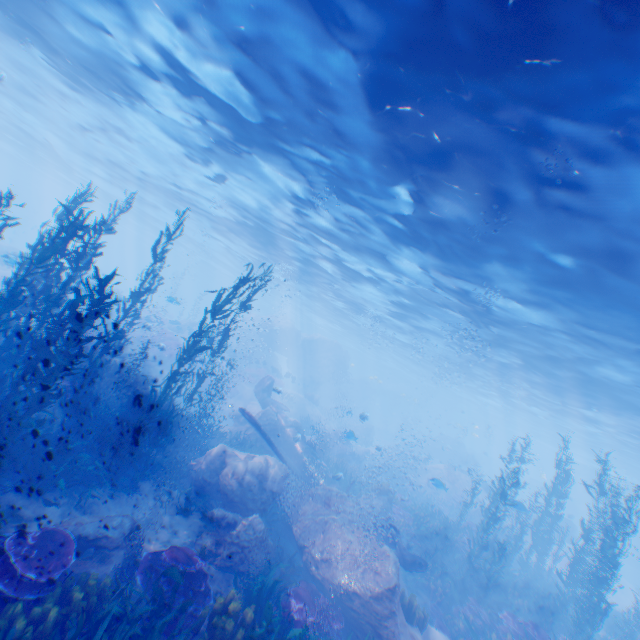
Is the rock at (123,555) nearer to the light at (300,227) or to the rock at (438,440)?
the rock at (438,440)

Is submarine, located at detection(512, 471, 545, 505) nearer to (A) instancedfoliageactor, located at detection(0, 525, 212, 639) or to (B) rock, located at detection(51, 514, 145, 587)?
(A) instancedfoliageactor, located at detection(0, 525, 212, 639)

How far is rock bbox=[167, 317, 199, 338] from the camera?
25.84m

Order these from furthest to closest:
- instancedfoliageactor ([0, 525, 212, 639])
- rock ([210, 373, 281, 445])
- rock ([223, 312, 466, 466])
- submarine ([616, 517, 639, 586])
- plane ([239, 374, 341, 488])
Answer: submarine ([616, 517, 639, 586])
rock ([223, 312, 466, 466])
rock ([210, 373, 281, 445])
plane ([239, 374, 341, 488])
instancedfoliageactor ([0, 525, 212, 639])

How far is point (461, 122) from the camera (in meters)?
7.78

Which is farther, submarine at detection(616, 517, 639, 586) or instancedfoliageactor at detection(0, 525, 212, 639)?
submarine at detection(616, 517, 639, 586)

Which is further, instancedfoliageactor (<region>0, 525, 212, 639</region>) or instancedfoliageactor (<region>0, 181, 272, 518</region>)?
instancedfoliageactor (<region>0, 181, 272, 518</region>)

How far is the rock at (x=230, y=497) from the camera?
8.8m
